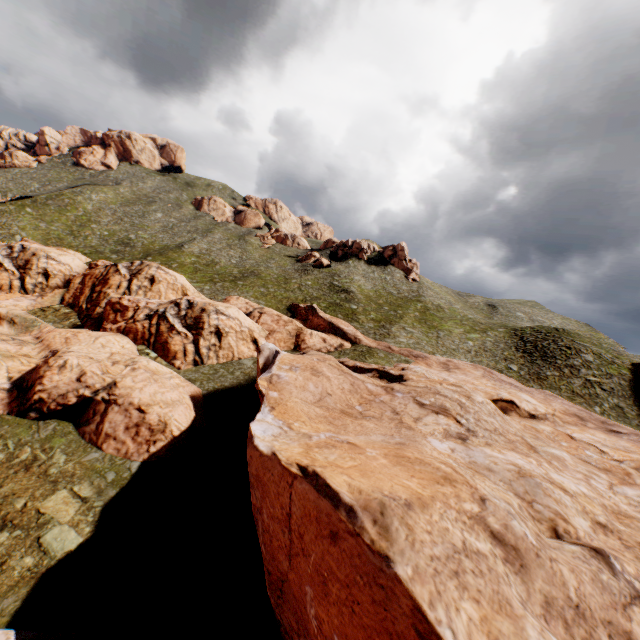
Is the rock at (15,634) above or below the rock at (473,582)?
below

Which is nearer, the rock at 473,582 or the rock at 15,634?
A: the rock at 473,582

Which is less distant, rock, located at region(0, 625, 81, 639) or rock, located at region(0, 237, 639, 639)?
rock, located at region(0, 237, 639, 639)

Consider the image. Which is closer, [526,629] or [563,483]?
[526,629]

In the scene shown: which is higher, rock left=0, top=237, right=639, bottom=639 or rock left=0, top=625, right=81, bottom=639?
rock left=0, top=237, right=639, bottom=639
